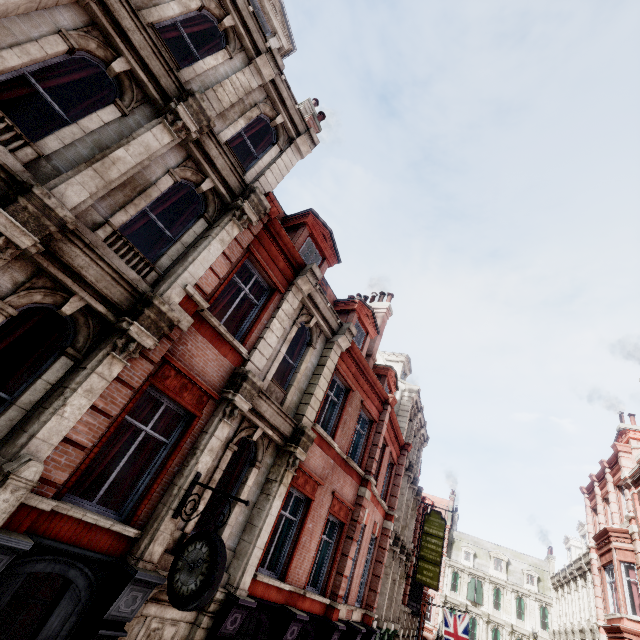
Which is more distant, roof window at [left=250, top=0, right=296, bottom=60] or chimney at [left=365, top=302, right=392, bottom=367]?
chimney at [left=365, top=302, right=392, bottom=367]

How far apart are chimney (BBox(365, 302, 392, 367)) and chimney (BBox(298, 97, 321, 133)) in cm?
895

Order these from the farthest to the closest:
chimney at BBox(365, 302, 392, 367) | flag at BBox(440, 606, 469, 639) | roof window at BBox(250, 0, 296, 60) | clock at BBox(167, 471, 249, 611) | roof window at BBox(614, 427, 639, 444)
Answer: flag at BBox(440, 606, 469, 639) < roof window at BBox(614, 427, 639, 444) < chimney at BBox(365, 302, 392, 367) < roof window at BBox(250, 0, 296, 60) < clock at BBox(167, 471, 249, 611)

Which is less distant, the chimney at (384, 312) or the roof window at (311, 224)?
the roof window at (311, 224)

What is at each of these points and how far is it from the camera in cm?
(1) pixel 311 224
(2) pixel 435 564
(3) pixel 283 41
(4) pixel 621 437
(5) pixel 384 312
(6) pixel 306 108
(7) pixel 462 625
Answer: (1) roof window, 1188
(2) sign, 2080
(3) roof window, 1111
(4) roof window, 2142
(5) chimney, 1845
(6) chimney, 1573
(7) flag, 2511

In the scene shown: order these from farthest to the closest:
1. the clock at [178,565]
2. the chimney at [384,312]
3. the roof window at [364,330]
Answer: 1. the chimney at [384,312]
2. the roof window at [364,330]
3. the clock at [178,565]

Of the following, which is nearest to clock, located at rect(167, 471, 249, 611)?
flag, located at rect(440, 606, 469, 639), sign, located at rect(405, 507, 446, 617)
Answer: sign, located at rect(405, 507, 446, 617)

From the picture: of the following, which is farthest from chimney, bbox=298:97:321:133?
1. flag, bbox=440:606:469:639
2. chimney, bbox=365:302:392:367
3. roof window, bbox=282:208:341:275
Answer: flag, bbox=440:606:469:639
